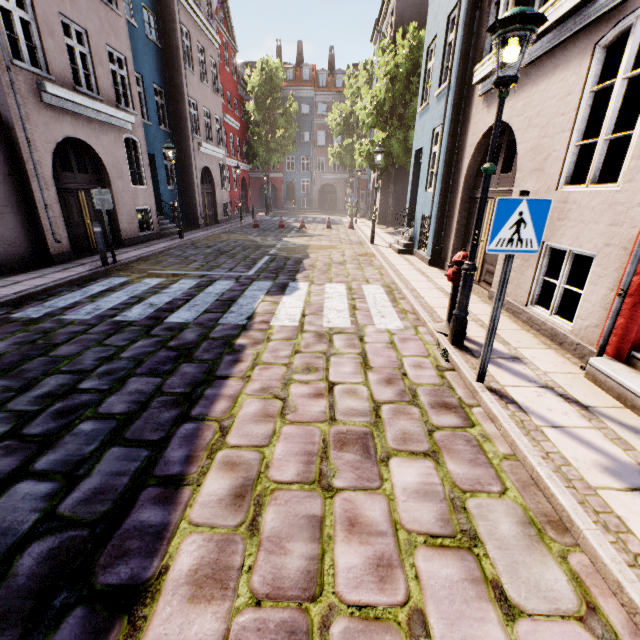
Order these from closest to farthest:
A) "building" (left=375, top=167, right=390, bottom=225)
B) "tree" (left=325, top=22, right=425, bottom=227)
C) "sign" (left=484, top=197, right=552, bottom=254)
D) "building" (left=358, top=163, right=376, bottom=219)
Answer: "sign" (left=484, top=197, right=552, bottom=254)
"tree" (left=325, top=22, right=425, bottom=227)
"building" (left=375, top=167, right=390, bottom=225)
"building" (left=358, top=163, right=376, bottom=219)

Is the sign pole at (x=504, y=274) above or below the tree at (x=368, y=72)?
below

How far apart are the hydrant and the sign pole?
1.2 meters

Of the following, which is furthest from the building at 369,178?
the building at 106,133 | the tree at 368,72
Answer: the building at 106,133

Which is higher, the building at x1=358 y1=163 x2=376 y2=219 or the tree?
the tree

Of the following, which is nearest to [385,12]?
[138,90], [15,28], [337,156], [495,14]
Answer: [337,156]

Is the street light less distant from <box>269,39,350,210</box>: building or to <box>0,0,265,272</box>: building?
<box>269,39,350,210</box>: building

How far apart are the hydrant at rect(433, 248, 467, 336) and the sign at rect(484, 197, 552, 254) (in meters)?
1.46
